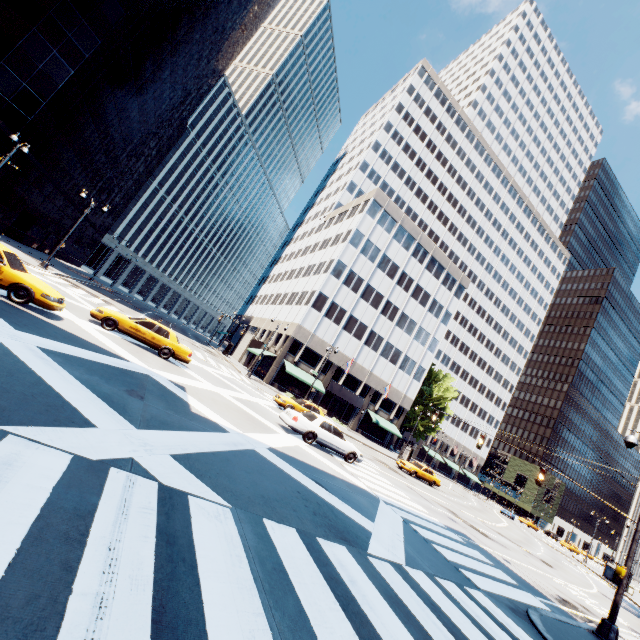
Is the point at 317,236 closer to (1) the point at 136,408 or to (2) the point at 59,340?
(2) the point at 59,340

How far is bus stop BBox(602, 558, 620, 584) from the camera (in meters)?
40.09

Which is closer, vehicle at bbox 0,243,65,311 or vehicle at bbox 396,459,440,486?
vehicle at bbox 0,243,65,311

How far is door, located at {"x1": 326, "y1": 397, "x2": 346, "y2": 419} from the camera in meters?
47.1

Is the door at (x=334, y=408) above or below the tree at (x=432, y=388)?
below

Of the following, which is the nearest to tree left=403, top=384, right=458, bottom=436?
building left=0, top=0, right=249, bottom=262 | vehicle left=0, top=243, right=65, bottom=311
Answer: vehicle left=0, top=243, right=65, bottom=311

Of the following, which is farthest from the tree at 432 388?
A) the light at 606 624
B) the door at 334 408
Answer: the door at 334 408

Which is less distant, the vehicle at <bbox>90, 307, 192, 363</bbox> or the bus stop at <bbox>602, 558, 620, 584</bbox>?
the vehicle at <bbox>90, 307, 192, 363</bbox>
